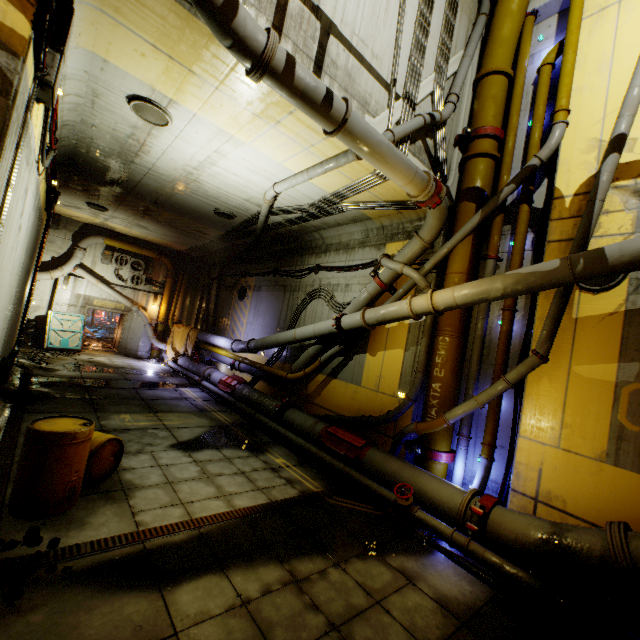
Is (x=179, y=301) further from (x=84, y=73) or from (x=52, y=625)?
(x=52, y=625)

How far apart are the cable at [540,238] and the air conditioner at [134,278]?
19.73m

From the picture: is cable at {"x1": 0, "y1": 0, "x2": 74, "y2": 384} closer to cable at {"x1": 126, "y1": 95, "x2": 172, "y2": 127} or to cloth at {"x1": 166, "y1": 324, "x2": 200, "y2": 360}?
cable at {"x1": 126, "y1": 95, "x2": 172, "y2": 127}

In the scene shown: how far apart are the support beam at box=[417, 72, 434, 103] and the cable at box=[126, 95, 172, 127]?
5.3m

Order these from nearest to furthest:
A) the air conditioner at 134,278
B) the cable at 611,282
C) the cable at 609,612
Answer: the cable at 609,612 → the cable at 611,282 → the air conditioner at 134,278

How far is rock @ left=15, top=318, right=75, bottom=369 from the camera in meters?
12.4

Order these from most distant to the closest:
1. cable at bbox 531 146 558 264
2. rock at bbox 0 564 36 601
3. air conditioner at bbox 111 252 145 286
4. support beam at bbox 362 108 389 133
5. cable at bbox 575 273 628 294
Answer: air conditioner at bbox 111 252 145 286 < cable at bbox 531 146 558 264 < support beam at bbox 362 108 389 133 < cable at bbox 575 273 628 294 < rock at bbox 0 564 36 601

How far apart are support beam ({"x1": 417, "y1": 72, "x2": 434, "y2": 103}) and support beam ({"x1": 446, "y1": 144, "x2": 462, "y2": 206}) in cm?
150
